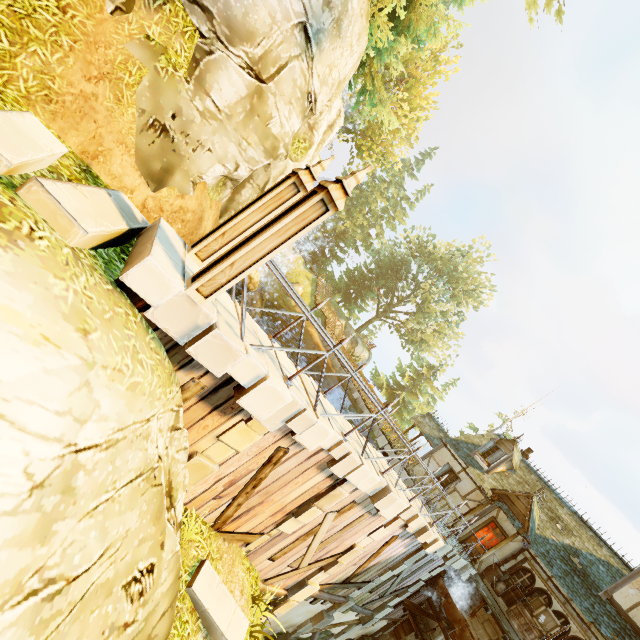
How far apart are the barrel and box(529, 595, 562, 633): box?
0.1m

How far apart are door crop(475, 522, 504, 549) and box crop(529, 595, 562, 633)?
2.2 meters

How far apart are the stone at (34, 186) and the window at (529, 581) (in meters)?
19.94

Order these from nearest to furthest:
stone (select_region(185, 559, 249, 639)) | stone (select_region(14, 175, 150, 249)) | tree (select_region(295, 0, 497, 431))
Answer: stone (select_region(14, 175, 150, 249))
stone (select_region(185, 559, 249, 639))
tree (select_region(295, 0, 497, 431))

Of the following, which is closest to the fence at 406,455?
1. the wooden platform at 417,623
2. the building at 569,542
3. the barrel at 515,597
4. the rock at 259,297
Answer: Answer: the building at 569,542

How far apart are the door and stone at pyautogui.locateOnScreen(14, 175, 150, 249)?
20.1m

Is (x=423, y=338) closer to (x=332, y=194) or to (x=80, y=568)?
(x=332, y=194)

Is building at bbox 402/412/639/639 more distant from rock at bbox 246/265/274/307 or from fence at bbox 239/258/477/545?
rock at bbox 246/265/274/307
